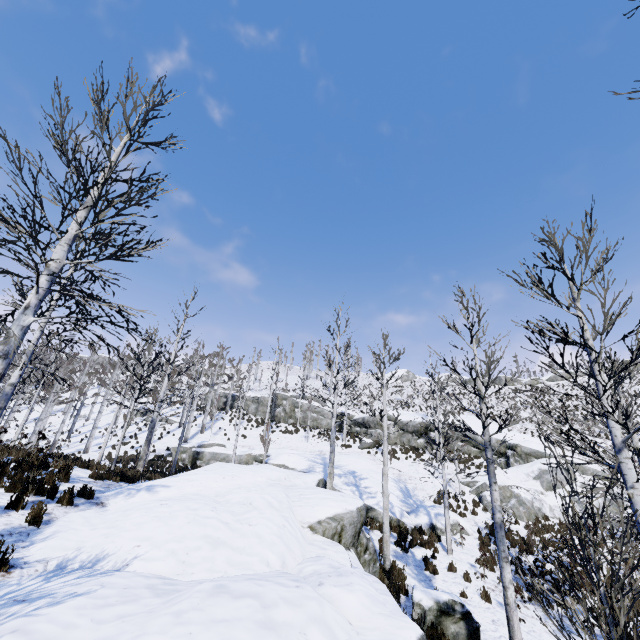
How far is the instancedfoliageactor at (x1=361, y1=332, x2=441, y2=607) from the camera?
9.9m

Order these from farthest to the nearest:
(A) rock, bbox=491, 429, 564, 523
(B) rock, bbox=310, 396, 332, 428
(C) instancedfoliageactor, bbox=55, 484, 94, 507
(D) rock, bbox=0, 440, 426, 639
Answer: (B) rock, bbox=310, 396, 332, 428
(A) rock, bbox=491, 429, 564, 523
(C) instancedfoliageactor, bbox=55, 484, 94, 507
(D) rock, bbox=0, 440, 426, 639

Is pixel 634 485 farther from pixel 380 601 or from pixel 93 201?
pixel 93 201

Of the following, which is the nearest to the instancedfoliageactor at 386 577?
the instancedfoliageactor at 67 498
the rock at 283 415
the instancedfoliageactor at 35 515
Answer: the instancedfoliageactor at 35 515

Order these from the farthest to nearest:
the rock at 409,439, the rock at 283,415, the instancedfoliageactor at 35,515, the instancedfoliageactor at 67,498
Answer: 1. the rock at 283,415
2. the rock at 409,439
3. the instancedfoliageactor at 67,498
4. the instancedfoliageactor at 35,515

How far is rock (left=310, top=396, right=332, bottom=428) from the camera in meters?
36.1

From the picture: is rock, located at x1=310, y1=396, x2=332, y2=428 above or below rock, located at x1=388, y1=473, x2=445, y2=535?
above
